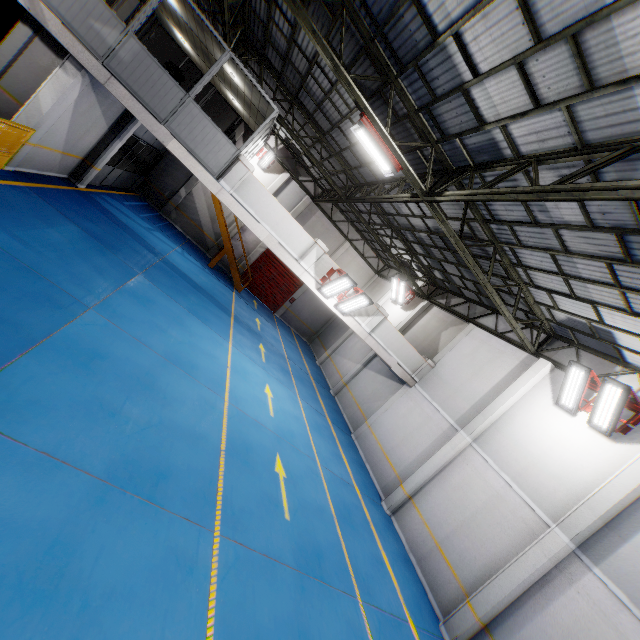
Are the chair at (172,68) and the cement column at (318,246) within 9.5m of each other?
yes

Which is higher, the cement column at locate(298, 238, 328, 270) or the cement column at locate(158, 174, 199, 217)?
the cement column at locate(298, 238, 328, 270)

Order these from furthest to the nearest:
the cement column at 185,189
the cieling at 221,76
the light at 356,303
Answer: the cement column at 185,189
the light at 356,303
the cieling at 221,76

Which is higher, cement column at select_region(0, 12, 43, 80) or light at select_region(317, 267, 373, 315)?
light at select_region(317, 267, 373, 315)

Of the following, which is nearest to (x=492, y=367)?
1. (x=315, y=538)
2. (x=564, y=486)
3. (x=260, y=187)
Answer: (x=564, y=486)

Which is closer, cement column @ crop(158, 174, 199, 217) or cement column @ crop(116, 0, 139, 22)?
cement column @ crop(116, 0, 139, 22)

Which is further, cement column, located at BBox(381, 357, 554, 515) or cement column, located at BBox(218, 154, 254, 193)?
cement column, located at BBox(381, 357, 554, 515)

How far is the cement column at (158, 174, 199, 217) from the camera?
20.8m
